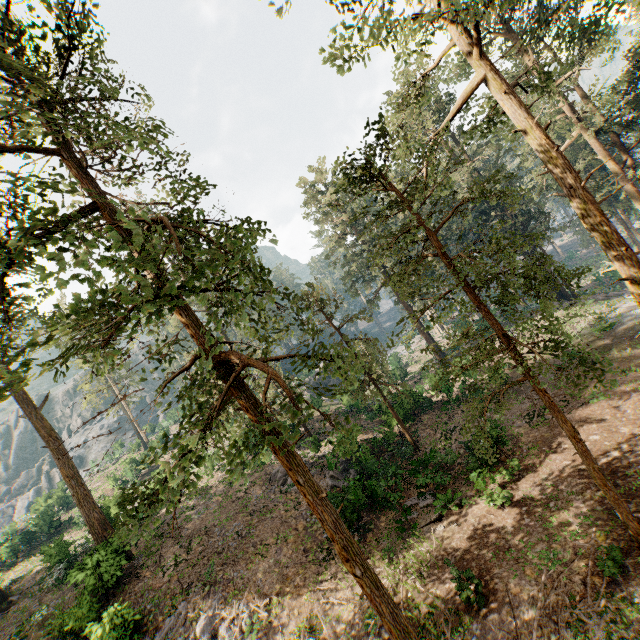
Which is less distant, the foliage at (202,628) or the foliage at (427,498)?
the foliage at (202,628)

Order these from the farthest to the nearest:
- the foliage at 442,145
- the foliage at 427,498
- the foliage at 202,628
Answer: the foliage at 427,498 < the foliage at 202,628 < the foliage at 442,145

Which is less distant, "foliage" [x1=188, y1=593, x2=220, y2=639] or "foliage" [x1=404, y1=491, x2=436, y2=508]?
"foliage" [x1=188, y1=593, x2=220, y2=639]

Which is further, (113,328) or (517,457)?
(517,457)

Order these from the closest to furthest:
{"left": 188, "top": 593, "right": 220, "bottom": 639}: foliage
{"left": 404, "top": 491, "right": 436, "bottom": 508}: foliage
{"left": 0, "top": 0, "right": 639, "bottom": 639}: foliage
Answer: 1. {"left": 0, "top": 0, "right": 639, "bottom": 639}: foliage
2. {"left": 188, "top": 593, "right": 220, "bottom": 639}: foliage
3. {"left": 404, "top": 491, "right": 436, "bottom": 508}: foliage

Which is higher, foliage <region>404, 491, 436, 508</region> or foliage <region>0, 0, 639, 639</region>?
foliage <region>0, 0, 639, 639</region>

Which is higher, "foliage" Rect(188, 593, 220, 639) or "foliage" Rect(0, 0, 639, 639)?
"foliage" Rect(0, 0, 639, 639)
